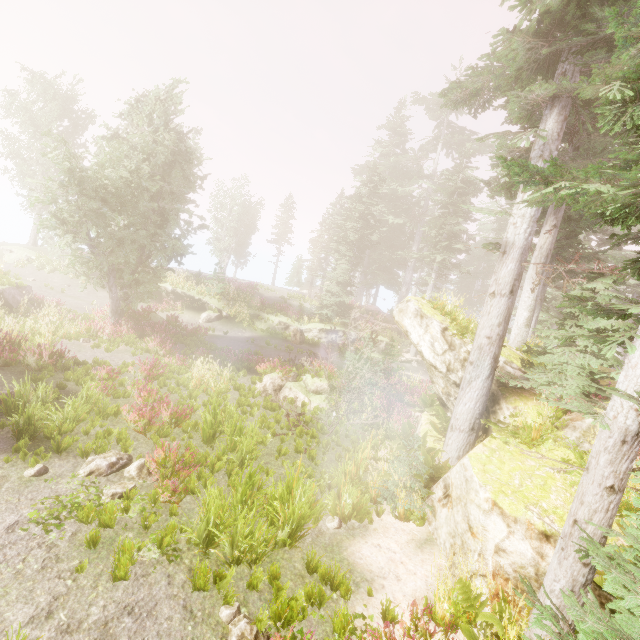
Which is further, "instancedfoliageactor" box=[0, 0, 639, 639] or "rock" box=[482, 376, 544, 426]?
"rock" box=[482, 376, 544, 426]

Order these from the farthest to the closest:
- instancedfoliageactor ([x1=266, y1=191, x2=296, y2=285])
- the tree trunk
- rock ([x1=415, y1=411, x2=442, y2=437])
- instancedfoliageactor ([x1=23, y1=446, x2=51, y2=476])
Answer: instancedfoliageactor ([x1=266, y1=191, x2=296, y2=285]) → the tree trunk → rock ([x1=415, y1=411, x2=442, y2=437]) → instancedfoliageactor ([x1=23, y1=446, x2=51, y2=476])

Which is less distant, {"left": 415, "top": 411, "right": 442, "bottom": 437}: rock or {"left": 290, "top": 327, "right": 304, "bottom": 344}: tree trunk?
{"left": 415, "top": 411, "right": 442, "bottom": 437}: rock

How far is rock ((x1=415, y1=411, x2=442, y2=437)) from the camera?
11.14m

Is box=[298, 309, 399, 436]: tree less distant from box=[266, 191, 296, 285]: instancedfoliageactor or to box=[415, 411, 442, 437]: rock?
box=[266, 191, 296, 285]: instancedfoliageactor

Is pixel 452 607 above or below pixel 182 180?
below

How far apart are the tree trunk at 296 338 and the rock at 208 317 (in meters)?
5.54

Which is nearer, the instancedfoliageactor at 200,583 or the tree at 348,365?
the instancedfoliageactor at 200,583
